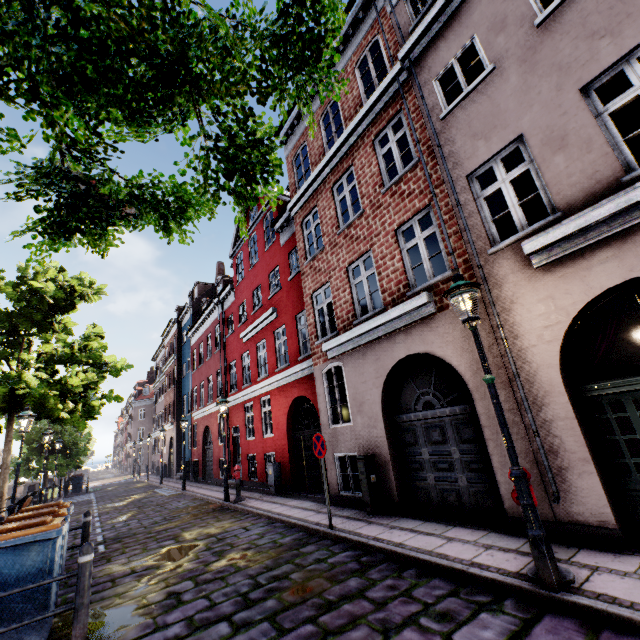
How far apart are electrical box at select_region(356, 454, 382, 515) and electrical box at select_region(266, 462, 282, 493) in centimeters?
559cm

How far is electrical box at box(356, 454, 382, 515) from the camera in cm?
753

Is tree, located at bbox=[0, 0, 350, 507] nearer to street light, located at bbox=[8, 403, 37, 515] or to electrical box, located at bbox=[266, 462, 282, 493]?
street light, located at bbox=[8, 403, 37, 515]

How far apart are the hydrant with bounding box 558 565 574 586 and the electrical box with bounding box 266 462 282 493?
9.8m

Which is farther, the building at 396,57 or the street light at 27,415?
the street light at 27,415

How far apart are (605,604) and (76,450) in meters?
30.1

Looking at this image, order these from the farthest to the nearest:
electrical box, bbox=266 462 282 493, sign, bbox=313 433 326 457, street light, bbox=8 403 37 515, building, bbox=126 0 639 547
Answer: electrical box, bbox=266 462 282 493 → street light, bbox=8 403 37 515 → sign, bbox=313 433 326 457 → building, bbox=126 0 639 547

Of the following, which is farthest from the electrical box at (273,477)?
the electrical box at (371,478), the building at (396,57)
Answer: the electrical box at (371,478)
